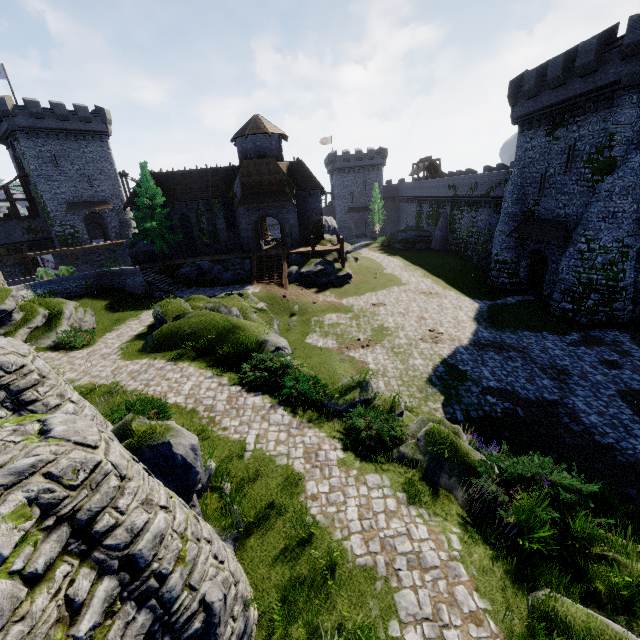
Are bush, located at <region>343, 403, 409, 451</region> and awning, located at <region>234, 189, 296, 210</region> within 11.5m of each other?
no

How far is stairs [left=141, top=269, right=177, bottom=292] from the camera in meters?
29.6

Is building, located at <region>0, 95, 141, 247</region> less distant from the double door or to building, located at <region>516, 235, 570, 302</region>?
the double door

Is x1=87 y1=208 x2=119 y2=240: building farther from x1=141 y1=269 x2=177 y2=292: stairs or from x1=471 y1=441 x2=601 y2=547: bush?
x1=471 y1=441 x2=601 y2=547: bush

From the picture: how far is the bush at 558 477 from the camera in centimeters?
715cm

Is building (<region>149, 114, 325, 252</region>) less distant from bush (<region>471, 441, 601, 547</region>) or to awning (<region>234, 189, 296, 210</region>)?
awning (<region>234, 189, 296, 210</region>)

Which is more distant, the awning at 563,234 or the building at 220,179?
the building at 220,179

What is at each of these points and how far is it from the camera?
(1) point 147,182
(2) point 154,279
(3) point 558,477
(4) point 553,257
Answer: (1) tree, 32.3m
(2) stairs, 29.9m
(3) bush, 7.5m
(4) building, 24.8m
